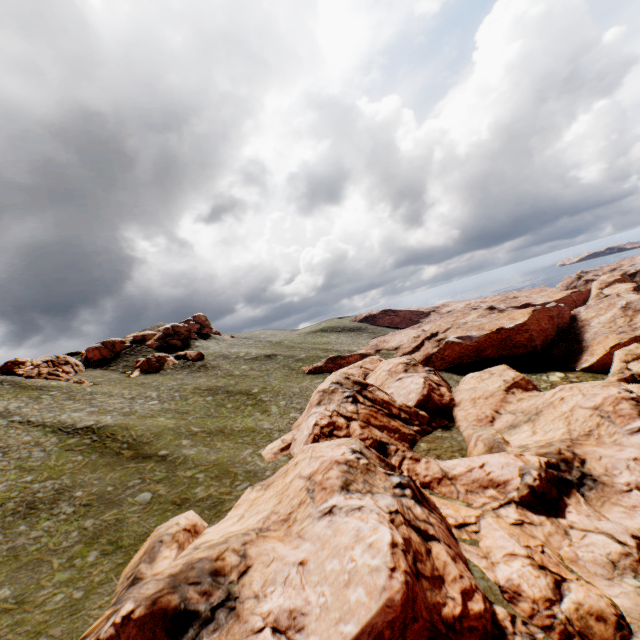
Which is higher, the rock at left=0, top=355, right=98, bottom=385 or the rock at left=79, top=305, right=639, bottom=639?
the rock at left=0, top=355, right=98, bottom=385

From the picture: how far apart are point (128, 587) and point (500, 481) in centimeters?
2632cm

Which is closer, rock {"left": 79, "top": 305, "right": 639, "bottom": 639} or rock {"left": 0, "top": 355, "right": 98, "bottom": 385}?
rock {"left": 79, "top": 305, "right": 639, "bottom": 639}

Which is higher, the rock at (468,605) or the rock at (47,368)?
the rock at (47,368)

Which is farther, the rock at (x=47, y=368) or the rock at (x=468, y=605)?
the rock at (x=47, y=368)
